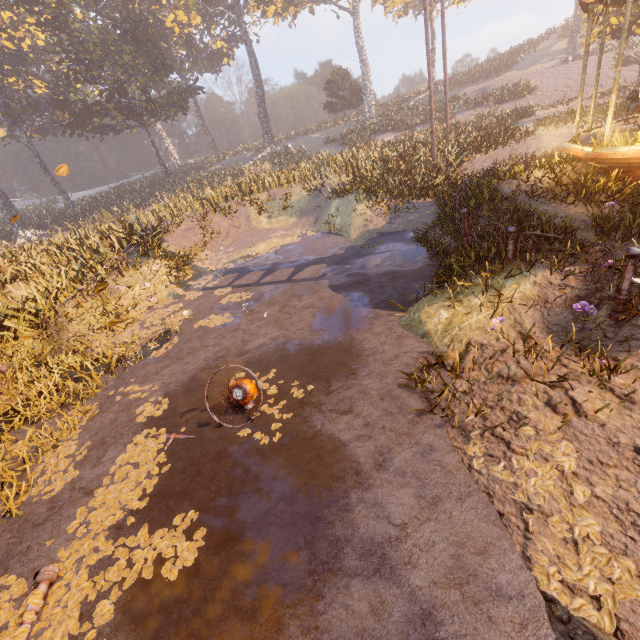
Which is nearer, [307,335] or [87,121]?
[307,335]

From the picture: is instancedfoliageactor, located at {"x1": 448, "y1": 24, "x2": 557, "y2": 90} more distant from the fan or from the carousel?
the fan

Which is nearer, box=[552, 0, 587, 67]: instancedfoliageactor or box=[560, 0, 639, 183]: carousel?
box=[560, 0, 639, 183]: carousel

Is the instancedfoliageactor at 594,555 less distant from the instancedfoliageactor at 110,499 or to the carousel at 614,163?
the instancedfoliageactor at 110,499

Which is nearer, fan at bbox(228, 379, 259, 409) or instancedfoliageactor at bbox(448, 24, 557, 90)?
fan at bbox(228, 379, 259, 409)

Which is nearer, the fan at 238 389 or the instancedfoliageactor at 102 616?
the instancedfoliageactor at 102 616

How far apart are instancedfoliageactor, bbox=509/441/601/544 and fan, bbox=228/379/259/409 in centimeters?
303cm

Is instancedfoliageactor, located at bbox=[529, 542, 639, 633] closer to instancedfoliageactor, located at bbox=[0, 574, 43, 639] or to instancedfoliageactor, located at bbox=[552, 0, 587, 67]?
instancedfoliageactor, located at bbox=[0, 574, 43, 639]
